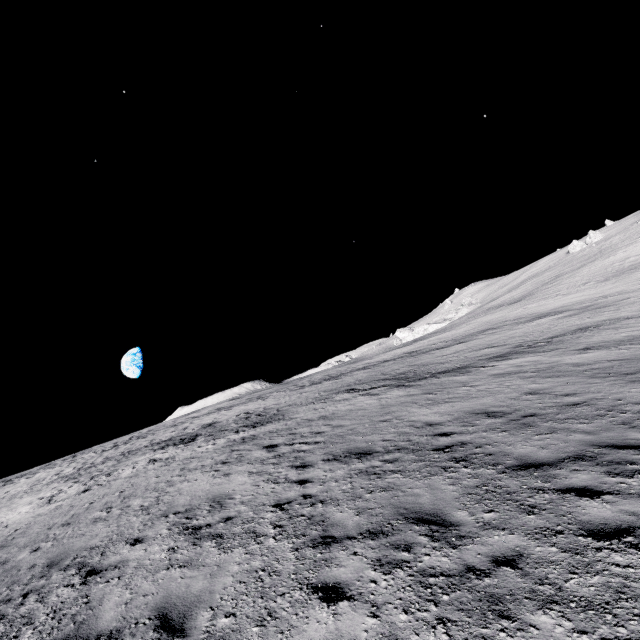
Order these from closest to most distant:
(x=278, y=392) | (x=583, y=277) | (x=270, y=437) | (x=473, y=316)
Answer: (x=270, y=437) → (x=278, y=392) → (x=583, y=277) → (x=473, y=316)
